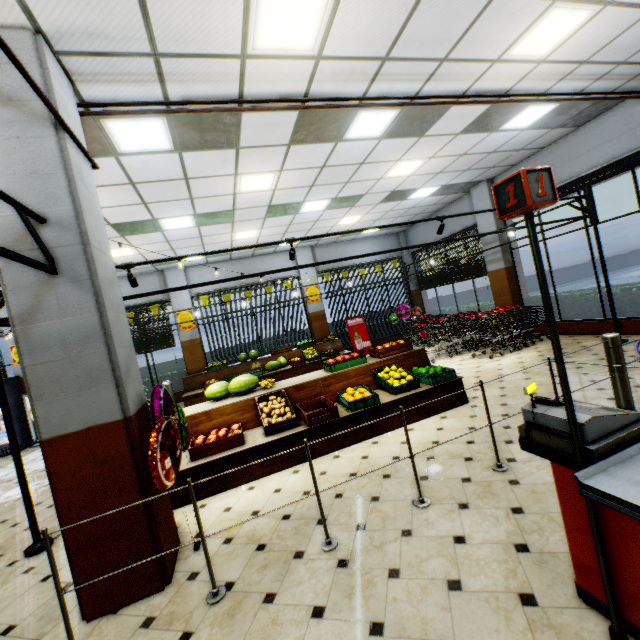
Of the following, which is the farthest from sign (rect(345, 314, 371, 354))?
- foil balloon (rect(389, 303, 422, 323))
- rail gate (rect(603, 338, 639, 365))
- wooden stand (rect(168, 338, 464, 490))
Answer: rail gate (rect(603, 338, 639, 365))

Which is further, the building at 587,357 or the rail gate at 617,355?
the building at 587,357

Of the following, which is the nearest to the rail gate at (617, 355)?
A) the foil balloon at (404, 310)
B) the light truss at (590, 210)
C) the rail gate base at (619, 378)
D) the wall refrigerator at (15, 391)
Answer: the rail gate base at (619, 378)

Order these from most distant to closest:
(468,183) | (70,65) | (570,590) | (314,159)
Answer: (468,183) < (314,159) < (70,65) < (570,590)

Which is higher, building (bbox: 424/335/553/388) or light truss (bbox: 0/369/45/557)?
light truss (bbox: 0/369/45/557)

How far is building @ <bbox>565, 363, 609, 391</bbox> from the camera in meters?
5.3
